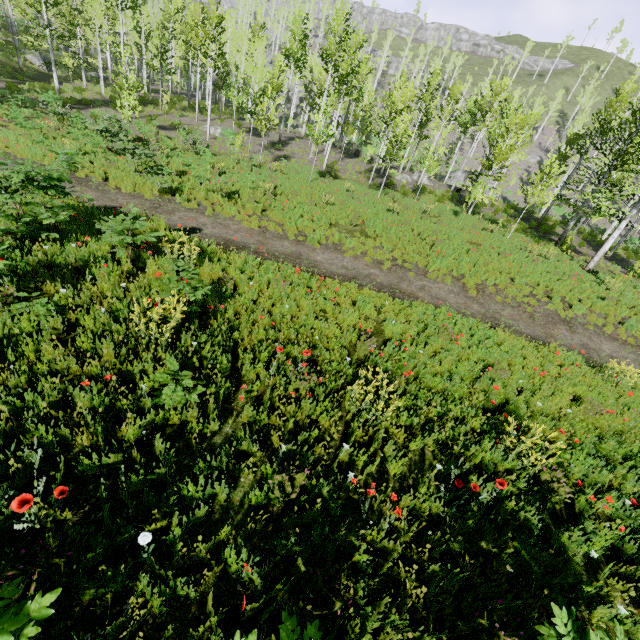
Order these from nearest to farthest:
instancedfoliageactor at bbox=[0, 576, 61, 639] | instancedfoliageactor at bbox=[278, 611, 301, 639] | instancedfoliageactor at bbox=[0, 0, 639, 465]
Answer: instancedfoliageactor at bbox=[0, 576, 61, 639] → instancedfoliageactor at bbox=[278, 611, 301, 639] → instancedfoliageactor at bbox=[0, 0, 639, 465]

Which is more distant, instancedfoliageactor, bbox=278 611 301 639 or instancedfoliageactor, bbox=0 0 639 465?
instancedfoliageactor, bbox=0 0 639 465

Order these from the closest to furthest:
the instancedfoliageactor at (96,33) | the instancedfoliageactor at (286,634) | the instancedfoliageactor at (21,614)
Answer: the instancedfoliageactor at (21,614)
the instancedfoliageactor at (286,634)
the instancedfoliageactor at (96,33)

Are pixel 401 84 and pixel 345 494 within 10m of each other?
no

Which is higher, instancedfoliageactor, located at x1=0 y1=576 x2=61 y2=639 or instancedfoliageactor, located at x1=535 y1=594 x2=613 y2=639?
instancedfoliageactor, located at x1=535 y1=594 x2=613 y2=639

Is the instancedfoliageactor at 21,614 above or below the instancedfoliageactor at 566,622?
below
